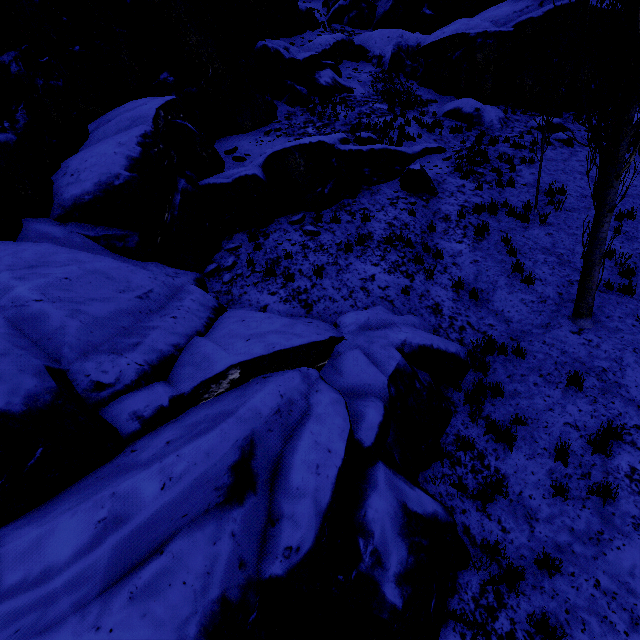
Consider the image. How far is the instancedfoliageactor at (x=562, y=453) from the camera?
5.1 meters

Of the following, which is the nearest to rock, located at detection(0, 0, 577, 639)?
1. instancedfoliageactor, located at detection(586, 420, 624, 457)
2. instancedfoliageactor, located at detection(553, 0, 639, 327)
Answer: instancedfoliageactor, located at detection(553, 0, 639, 327)

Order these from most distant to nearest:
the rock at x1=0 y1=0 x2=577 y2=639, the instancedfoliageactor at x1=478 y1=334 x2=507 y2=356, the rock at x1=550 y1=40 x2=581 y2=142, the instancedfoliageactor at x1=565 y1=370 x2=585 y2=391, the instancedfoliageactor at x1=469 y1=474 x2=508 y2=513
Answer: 1. the rock at x1=550 y1=40 x2=581 y2=142
2. the instancedfoliageactor at x1=478 y1=334 x2=507 y2=356
3. the instancedfoliageactor at x1=565 y1=370 x2=585 y2=391
4. the instancedfoliageactor at x1=469 y1=474 x2=508 y2=513
5. the rock at x1=0 y1=0 x2=577 y2=639

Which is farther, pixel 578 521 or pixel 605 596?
pixel 578 521

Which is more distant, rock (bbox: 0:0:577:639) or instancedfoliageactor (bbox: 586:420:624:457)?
instancedfoliageactor (bbox: 586:420:624:457)

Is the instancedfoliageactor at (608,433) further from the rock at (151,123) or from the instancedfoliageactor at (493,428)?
the rock at (151,123)

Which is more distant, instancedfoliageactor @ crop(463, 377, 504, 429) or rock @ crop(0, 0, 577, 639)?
instancedfoliageactor @ crop(463, 377, 504, 429)
